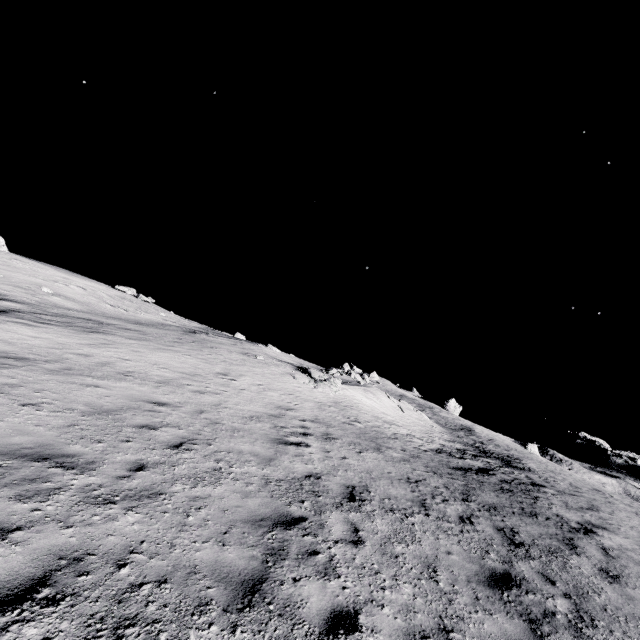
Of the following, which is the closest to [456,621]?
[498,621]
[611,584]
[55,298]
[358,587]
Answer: [498,621]

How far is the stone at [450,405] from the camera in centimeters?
5528cm

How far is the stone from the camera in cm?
5528
